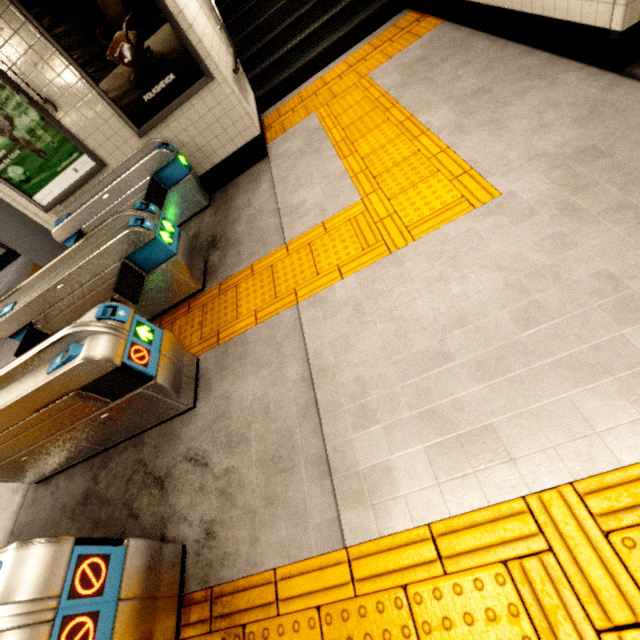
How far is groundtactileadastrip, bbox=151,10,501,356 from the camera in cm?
270

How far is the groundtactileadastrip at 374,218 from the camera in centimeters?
270cm

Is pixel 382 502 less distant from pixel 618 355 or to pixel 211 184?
pixel 618 355

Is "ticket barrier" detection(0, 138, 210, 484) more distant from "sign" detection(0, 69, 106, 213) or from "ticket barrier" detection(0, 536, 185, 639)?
"ticket barrier" detection(0, 536, 185, 639)

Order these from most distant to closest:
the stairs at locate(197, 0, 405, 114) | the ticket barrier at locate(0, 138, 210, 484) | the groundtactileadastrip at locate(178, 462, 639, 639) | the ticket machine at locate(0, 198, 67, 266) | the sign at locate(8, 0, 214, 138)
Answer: the stairs at locate(197, 0, 405, 114), the ticket machine at locate(0, 198, 67, 266), the sign at locate(8, 0, 214, 138), the ticket barrier at locate(0, 138, 210, 484), the groundtactileadastrip at locate(178, 462, 639, 639)

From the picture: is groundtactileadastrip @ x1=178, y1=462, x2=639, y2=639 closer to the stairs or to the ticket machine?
the stairs

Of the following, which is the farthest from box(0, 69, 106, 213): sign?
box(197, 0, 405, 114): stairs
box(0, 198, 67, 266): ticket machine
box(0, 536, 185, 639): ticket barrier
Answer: box(0, 536, 185, 639): ticket barrier

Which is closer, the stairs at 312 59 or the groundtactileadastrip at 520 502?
the groundtactileadastrip at 520 502
